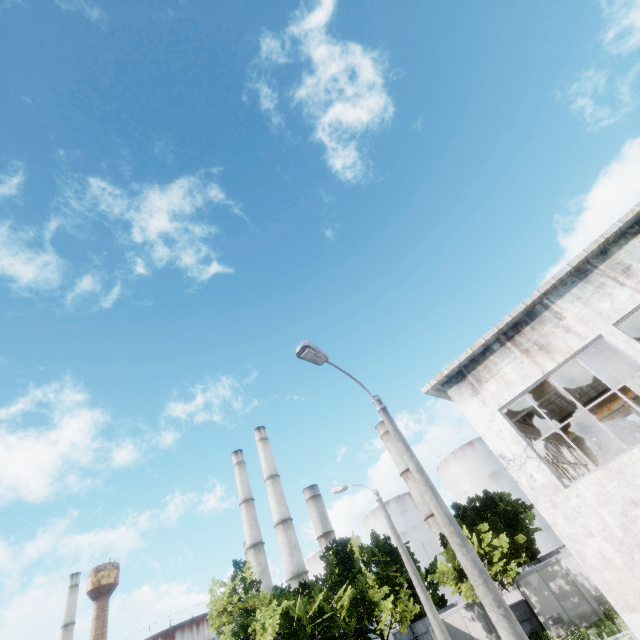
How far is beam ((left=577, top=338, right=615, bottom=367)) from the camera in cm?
1150

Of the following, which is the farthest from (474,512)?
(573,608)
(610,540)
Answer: (610,540)

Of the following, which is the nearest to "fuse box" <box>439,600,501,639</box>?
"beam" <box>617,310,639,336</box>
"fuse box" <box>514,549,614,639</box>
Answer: "fuse box" <box>514,549,614,639</box>

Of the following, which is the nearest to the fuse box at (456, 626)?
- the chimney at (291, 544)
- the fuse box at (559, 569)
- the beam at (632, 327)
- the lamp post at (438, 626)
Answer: Answer: the fuse box at (559, 569)

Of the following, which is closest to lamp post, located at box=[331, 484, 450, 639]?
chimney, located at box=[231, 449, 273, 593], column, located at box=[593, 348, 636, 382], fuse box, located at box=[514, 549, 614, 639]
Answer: column, located at box=[593, 348, 636, 382]

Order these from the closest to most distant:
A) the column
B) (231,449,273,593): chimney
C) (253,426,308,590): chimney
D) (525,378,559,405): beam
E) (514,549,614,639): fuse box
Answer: the column
(525,378,559,405): beam
(514,549,614,639): fuse box
(253,426,308,590): chimney
(231,449,273,593): chimney

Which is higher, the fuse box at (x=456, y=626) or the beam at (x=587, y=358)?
the beam at (x=587, y=358)

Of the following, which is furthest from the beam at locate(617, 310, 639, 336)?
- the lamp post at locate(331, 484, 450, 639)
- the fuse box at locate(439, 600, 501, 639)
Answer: the fuse box at locate(439, 600, 501, 639)
